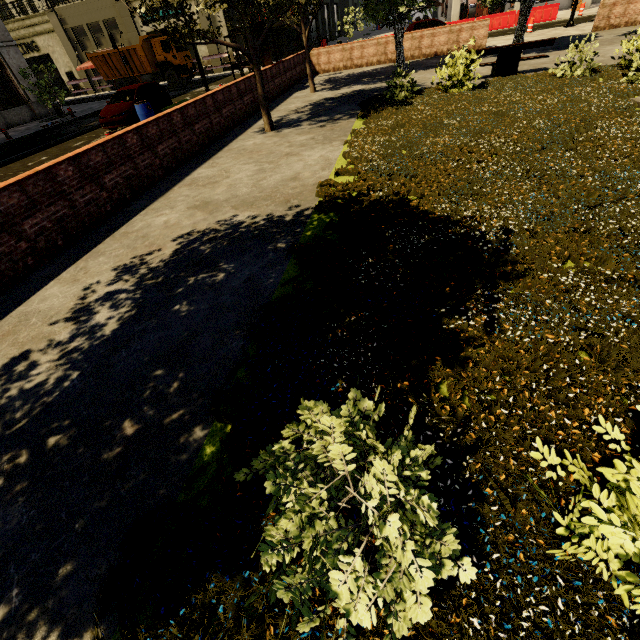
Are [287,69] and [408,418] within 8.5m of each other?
no

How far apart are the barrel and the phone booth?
4.46m

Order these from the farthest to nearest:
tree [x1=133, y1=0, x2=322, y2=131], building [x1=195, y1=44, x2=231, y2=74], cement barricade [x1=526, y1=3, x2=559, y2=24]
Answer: building [x1=195, y1=44, x2=231, y2=74]
cement barricade [x1=526, y1=3, x2=559, y2=24]
tree [x1=133, y1=0, x2=322, y2=131]

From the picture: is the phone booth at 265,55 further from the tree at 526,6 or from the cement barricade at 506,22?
the cement barricade at 506,22

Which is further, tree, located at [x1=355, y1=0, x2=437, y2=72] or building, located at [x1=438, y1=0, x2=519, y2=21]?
building, located at [x1=438, y1=0, x2=519, y2=21]

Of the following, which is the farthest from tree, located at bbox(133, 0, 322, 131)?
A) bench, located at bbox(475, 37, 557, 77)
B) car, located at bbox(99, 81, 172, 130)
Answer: car, located at bbox(99, 81, 172, 130)

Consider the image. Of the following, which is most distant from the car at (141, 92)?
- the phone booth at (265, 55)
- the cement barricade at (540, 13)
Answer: the cement barricade at (540, 13)

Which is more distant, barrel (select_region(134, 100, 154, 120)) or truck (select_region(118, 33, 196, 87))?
truck (select_region(118, 33, 196, 87))
